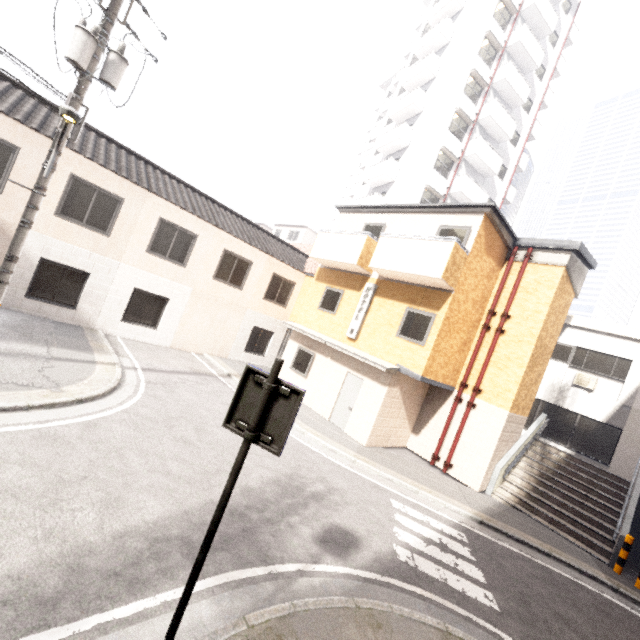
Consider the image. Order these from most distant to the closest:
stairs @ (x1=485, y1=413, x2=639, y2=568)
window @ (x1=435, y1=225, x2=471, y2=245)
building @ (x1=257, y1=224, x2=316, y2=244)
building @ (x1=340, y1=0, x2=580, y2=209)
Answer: building @ (x1=257, y1=224, x2=316, y2=244)
building @ (x1=340, y1=0, x2=580, y2=209)
window @ (x1=435, y1=225, x2=471, y2=245)
stairs @ (x1=485, y1=413, x2=639, y2=568)

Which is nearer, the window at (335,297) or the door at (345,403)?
the door at (345,403)

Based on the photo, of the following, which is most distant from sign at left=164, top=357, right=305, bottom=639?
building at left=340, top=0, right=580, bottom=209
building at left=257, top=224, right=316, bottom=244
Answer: building at left=257, top=224, right=316, bottom=244

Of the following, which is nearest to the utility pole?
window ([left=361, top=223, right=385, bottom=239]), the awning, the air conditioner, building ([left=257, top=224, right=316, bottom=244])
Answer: window ([left=361, top=223, right=385, bottom=239])

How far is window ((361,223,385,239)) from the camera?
13.4m

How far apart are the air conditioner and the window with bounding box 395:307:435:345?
9.4 meters

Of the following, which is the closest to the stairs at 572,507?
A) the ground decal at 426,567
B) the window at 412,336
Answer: the ground decal at 426,567

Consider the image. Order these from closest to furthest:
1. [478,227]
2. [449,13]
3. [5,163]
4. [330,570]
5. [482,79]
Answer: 1. [330,570]
2. [5,163]
3. [478,227]
4. [482,79]
5. [449,13]
